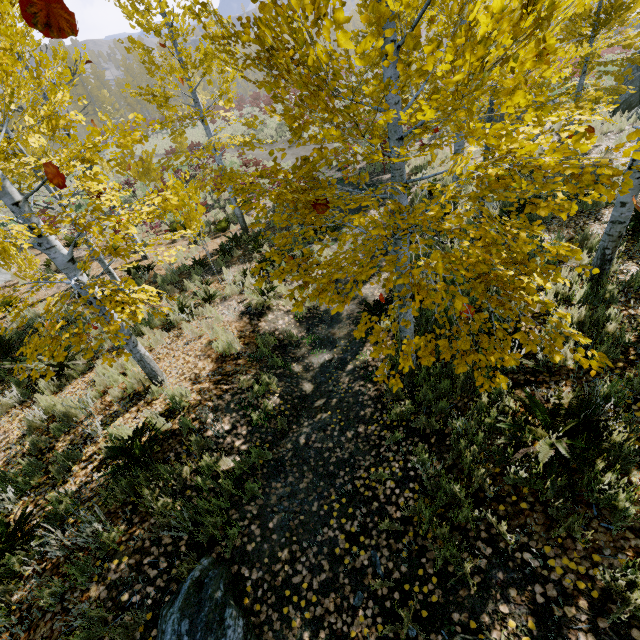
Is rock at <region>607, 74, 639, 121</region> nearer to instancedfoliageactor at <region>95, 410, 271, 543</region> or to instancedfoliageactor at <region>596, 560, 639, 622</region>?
instancedfoliageactor at <region>95, 410, 271, 543</region>

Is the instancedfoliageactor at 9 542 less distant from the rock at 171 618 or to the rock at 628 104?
the rock at 171 618

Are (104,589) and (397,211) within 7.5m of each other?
yes

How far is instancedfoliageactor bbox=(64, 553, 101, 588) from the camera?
3.3 meters

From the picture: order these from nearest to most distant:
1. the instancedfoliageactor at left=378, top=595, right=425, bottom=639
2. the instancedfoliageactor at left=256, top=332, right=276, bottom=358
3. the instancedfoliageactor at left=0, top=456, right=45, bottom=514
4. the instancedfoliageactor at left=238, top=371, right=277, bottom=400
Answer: the instancedfoliageactor at left=378, top=595, right=425, bottom=639
the instancedfoliageactor at left=0, top=456, right=45, bottom=514
the instancedfoliageactor at left=238, top=371, right=277, bottom=400
the instancedfoliageactor at left=256, top=332, right=276, bottom=358

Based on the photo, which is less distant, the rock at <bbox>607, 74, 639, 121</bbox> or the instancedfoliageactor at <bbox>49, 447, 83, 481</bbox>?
the instancedfoliageactor at <bbox>49, 447, 83, 481</bbox>

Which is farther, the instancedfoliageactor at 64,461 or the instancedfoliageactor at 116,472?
the instancedfoliageactor at 64,461
